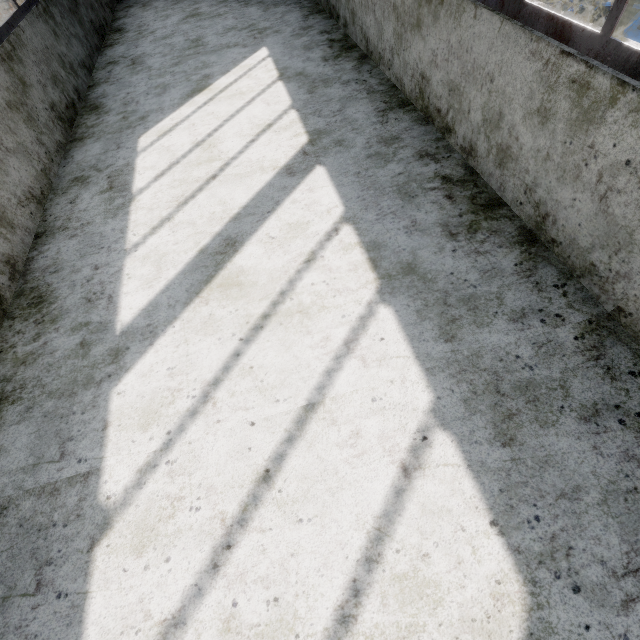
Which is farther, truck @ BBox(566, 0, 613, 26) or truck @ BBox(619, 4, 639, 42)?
truck @ BBox(566, 0, 613, 26)

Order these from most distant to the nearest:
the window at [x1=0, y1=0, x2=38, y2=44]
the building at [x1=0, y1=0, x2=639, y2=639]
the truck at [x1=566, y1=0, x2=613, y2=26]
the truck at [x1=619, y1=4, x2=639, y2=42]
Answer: the truck at [x1=566, y1=0, x2=613, y2=26] → the truck at [x1=619, y1=4, x2=639, y2=42] → the window at [x1=0, y1=0, x2=38, y2=44] → the building at [x1=0, y1=0, x2=639, y2=639]

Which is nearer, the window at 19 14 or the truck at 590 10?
the window at 19 14

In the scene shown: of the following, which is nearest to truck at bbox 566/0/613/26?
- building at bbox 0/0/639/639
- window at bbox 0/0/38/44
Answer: building at bbox 0/0/639/639

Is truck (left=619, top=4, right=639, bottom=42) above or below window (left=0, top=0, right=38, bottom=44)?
below

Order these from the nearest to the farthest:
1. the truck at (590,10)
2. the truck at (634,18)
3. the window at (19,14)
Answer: the window at (19,14) → the truck at (634,18) → the truck at (590,10)

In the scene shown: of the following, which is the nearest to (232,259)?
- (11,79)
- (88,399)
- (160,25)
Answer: (88,399)
